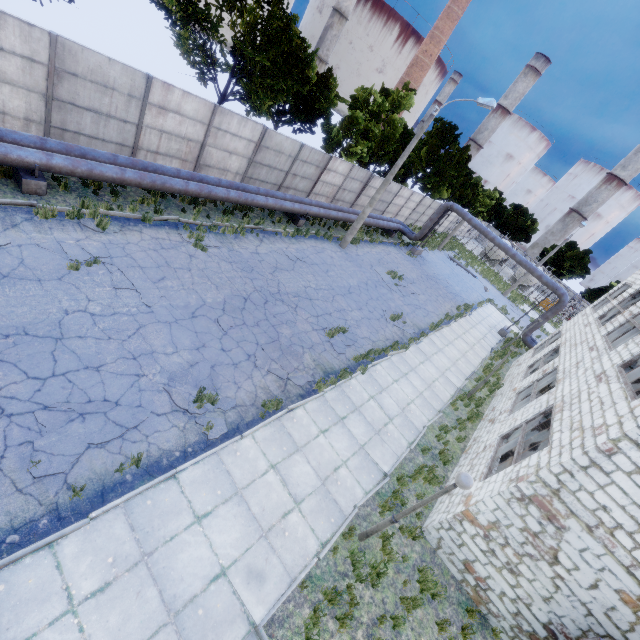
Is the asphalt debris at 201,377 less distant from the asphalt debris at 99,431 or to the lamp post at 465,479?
the asphalt debris at 99,431

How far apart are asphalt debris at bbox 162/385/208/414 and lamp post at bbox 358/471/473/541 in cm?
398

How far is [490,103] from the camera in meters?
14.8

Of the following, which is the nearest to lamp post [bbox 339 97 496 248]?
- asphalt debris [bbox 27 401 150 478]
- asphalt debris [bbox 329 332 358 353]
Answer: asphalt debris [bbox 329 332 358 353]

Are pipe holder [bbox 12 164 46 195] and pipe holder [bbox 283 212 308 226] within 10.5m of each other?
no

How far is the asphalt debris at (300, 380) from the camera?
9.9 meters

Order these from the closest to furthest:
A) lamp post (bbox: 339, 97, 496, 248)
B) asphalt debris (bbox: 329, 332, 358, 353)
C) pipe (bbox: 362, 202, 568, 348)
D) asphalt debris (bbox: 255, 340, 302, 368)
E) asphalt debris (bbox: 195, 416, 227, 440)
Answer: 1. asphalt debris (bbox: 195, 416, 227, 440)
2. asphalt debris (bbox: 255, 340, 302, 368)
3. asphalt debris (bbox: 329, 332, 358, 353)
4. lamp post (bbox: 339, 97, 496, 248)
5. pipe (bbox: 362, 202, 568, 348)

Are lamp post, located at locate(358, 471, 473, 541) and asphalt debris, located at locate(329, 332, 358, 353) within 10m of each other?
yes
